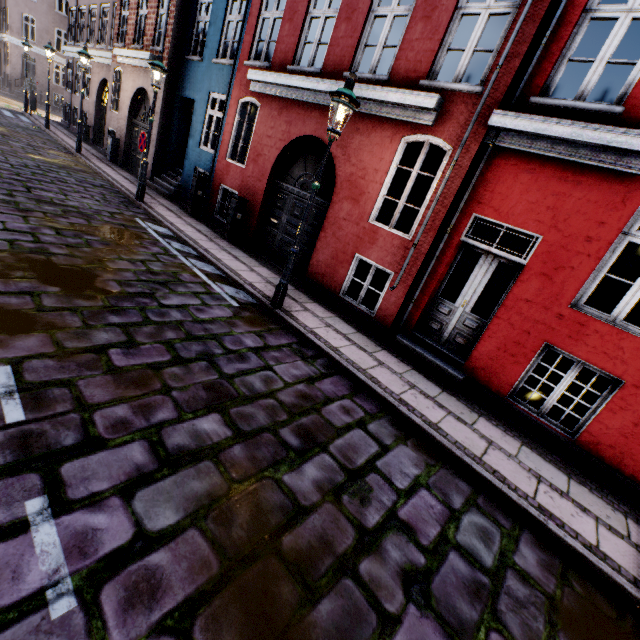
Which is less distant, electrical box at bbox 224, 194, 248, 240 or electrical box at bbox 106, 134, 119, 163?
electrical box at bbox 224, 194, 248, 240

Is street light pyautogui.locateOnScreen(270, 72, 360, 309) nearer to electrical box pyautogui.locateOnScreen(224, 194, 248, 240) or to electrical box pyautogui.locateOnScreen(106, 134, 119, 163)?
electrical box pyautogui.locateOnScreen(106, 134, 119, 163)

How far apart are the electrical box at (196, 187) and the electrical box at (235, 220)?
2.1m

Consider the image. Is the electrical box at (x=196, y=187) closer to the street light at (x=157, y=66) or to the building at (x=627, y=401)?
the building at (x=627, y=401)

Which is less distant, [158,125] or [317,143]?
[317,143]

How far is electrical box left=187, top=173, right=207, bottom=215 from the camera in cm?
1062

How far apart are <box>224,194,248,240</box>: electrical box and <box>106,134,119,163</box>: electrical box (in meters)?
9.59

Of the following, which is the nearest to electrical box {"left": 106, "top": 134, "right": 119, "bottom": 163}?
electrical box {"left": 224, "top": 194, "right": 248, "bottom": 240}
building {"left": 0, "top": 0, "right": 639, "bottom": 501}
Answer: building {"left": 0, "top": 0, "right": 639, "bottom": 501}
